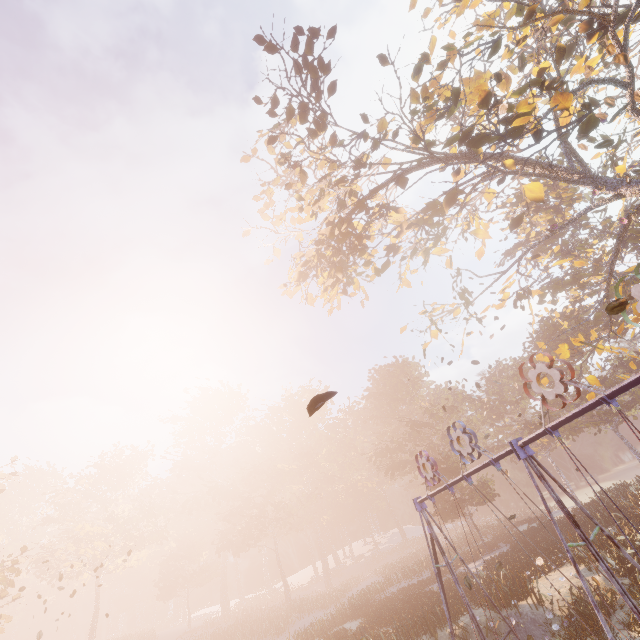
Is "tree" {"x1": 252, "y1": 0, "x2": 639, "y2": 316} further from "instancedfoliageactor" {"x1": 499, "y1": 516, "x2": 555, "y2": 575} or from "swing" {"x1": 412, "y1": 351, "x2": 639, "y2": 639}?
"instancedfoliageactor" {"x1": 499, "y1": 516, "x2": 555, "y2": 575}

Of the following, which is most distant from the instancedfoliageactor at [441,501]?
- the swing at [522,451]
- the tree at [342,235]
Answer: the tree at [342,235]

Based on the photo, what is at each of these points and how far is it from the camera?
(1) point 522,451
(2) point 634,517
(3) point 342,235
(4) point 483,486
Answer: (1) swing, 7.32m
(2) instancedfoliageactor, 18.70m
(3) tree, 18.25m
(4) instancedfoliageactor, 31.45m

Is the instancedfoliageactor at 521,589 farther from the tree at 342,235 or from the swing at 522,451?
the tree at 342,235

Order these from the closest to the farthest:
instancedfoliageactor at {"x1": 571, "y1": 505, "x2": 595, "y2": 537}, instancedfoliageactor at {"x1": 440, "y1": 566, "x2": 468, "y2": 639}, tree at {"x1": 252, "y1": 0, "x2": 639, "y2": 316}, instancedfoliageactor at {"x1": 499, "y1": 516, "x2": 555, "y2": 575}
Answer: tree at {"x1": 252, "y1": 0, "x2": 639, "y2": 316}, instancedfoliageactor at {"x1": 440, "y1": 566, "x2": 468, "y2": 639}, instancedfoliageactor at {"x1": 499, "y1": 516, "x2": 555, "y2": 575}, instancedfoliageactor at {"x1": 571, "y1": 505, "x2": 595, "y2": 537}

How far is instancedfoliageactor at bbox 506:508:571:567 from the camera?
18.00m

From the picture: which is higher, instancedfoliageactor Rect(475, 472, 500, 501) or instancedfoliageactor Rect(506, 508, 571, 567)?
instancedfoliageactor Rect(475, 472, 500, 501)
